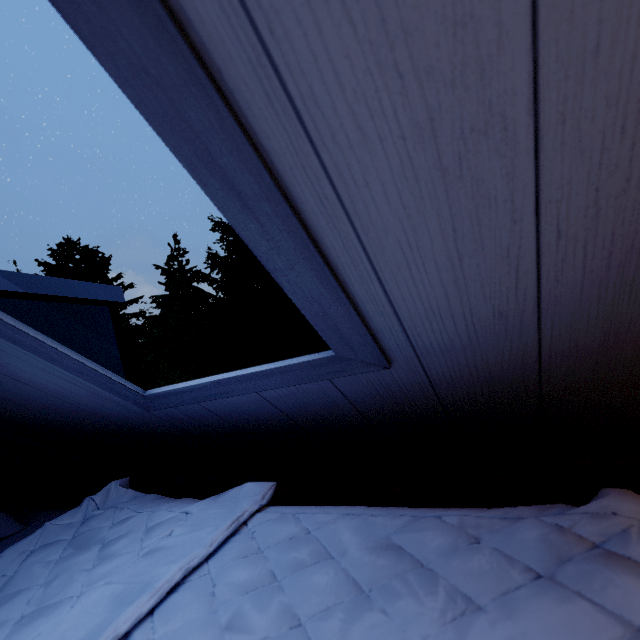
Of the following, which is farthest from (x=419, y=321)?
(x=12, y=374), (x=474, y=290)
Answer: (x=12, y=374)
